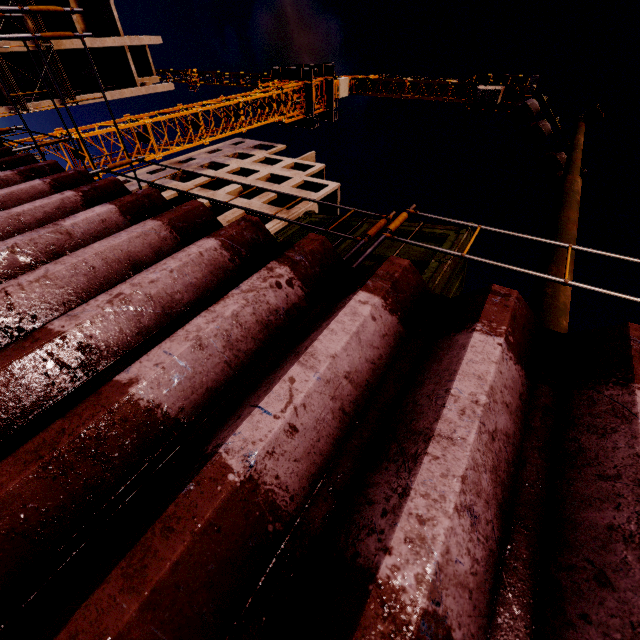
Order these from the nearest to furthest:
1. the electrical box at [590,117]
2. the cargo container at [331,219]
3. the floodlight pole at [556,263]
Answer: the floodlight pole at [556,263] → the cargo container at [331,219] → the electrical box at [590,117]

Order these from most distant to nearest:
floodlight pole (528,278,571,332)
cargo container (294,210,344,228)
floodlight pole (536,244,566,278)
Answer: cargo container (294,210,344,228) < floodlight pole (536,244,566,278) < floodlight pole (528,278,571,332)

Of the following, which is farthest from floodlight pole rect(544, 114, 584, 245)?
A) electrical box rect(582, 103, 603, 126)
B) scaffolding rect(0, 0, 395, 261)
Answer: scaffolding rect(0, 0, 395, 261)

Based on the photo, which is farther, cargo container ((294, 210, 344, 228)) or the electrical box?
the electrical box

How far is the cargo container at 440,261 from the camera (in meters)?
3.16

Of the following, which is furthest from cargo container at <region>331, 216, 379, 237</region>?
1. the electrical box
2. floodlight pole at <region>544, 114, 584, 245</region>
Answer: the electrical box

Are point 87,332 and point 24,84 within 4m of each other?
no
